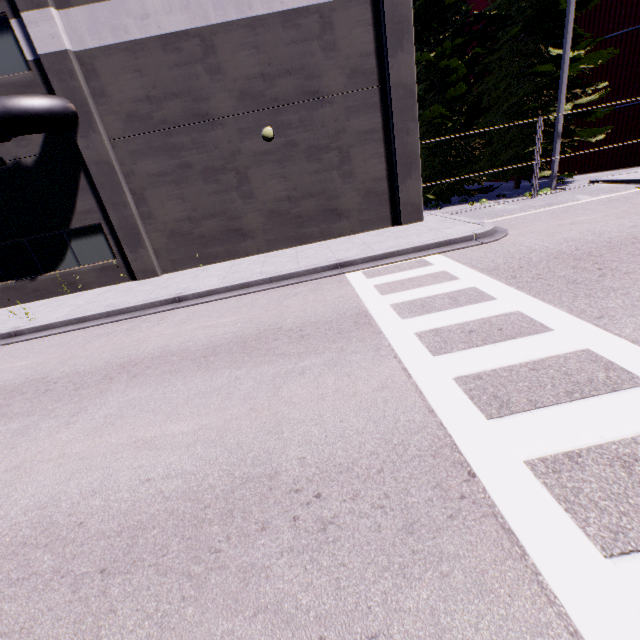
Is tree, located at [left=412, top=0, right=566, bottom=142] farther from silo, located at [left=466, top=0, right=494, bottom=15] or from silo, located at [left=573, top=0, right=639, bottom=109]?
silo, located at [left=466, top=0, right=494, bottom=15]

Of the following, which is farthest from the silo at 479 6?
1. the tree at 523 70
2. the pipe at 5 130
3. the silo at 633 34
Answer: the pipe at 5 130

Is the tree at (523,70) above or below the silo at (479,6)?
below

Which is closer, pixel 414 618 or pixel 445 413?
pixel 414 618

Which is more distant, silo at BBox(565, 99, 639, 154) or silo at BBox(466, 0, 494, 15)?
silo at BBox(466, 0, 494, 15)

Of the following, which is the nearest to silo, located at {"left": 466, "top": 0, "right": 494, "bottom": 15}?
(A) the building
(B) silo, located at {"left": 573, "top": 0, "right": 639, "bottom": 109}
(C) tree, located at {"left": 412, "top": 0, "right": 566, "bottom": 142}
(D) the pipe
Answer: (B) silo, located at {"left": 573, "top": 0, "right": 639, "bottom": 109}

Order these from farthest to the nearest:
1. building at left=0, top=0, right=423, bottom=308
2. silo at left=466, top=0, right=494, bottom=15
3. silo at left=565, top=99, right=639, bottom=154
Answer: silo at left=466, top=0, right=494, bottom=15 < silo at left=565, top=99, right=639, bottom=154 < building at left=0, top=0, right=423, bottom=308
